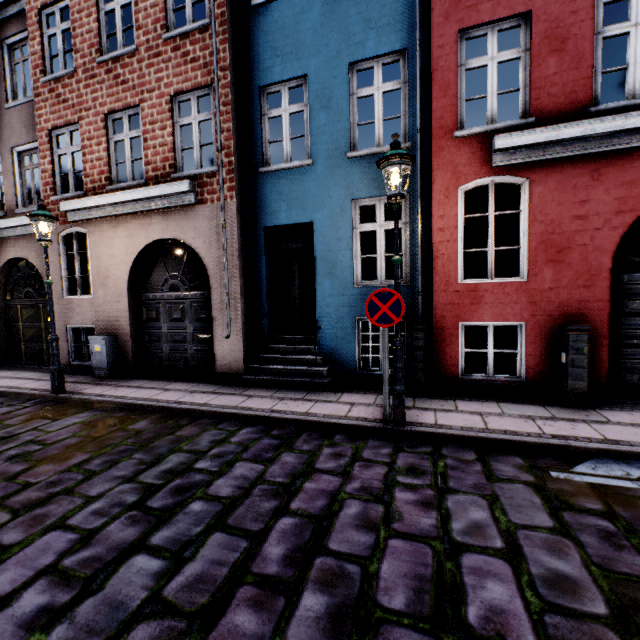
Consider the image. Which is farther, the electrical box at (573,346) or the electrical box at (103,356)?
the electrical box at (103,356)

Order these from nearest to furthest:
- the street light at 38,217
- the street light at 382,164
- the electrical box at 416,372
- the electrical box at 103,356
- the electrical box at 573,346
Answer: the street light at 382,164, the electrical box at 573,346, the electrical box at 416,372, the street light at 38,217, the electrical box at 103,356

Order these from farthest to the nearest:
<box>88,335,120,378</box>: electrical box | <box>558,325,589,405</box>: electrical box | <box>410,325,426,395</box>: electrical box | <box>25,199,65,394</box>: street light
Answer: <box>88,335,120,378</box>: electrical box
<box>25,199,65,394</box>: street light
<box>410,325,426,395</box>: electrical box
<box>558,325,589,405</box>: electrical box

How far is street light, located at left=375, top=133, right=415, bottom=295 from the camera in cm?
413

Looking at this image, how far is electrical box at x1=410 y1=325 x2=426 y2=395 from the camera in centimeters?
578cm

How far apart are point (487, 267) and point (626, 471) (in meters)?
9.29

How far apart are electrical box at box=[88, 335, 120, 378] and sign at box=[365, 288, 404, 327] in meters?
6.8 m

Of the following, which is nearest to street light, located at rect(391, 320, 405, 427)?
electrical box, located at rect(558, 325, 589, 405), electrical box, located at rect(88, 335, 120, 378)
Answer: electrical box, located at rect(88, 335, 120, 378)
